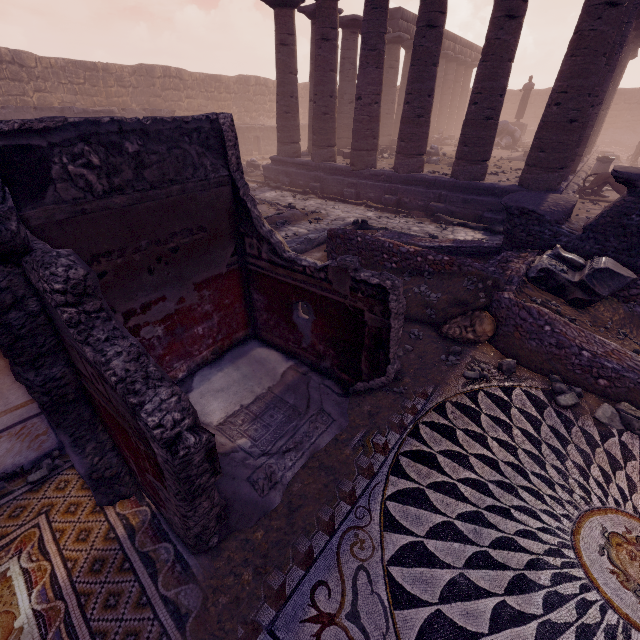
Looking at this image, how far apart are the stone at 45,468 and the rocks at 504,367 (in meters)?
5.14

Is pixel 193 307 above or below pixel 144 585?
above

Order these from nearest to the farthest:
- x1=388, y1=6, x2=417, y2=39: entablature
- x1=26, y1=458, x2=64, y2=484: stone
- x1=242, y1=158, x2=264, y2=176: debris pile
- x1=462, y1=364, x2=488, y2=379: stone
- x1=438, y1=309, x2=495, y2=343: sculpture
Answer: x1=26, y1=458, x2=64, y2=484: stone
x1=462, y1=364, x2=488, y2=379: stone
x1=438, y1=309, x2=495, y2=343: sculpture
x1=242, y1=158, x2=264, y2=176: debris pile
x1=388, y1=6, x2=417, y2=39: entablature

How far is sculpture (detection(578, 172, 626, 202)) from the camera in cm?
1192

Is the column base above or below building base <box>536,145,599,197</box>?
above

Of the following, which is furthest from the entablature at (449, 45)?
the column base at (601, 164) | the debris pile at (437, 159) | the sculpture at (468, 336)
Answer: the sculpture at (468, 336)

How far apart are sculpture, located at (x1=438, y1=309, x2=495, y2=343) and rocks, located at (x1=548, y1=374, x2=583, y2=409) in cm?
90

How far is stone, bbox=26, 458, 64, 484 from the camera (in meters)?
2.93
